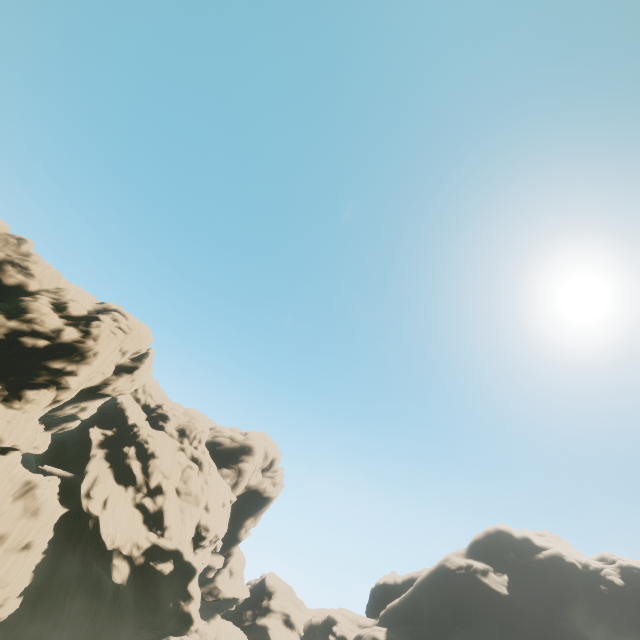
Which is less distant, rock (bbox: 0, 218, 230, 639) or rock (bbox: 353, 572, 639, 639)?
rock (bbox: 0, 218, 230, 639)

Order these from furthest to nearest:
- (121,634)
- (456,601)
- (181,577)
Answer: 1. (456,601)
2. (181,577)
3. (121,634)

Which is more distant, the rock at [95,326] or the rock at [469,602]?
the rock at [469,602]
